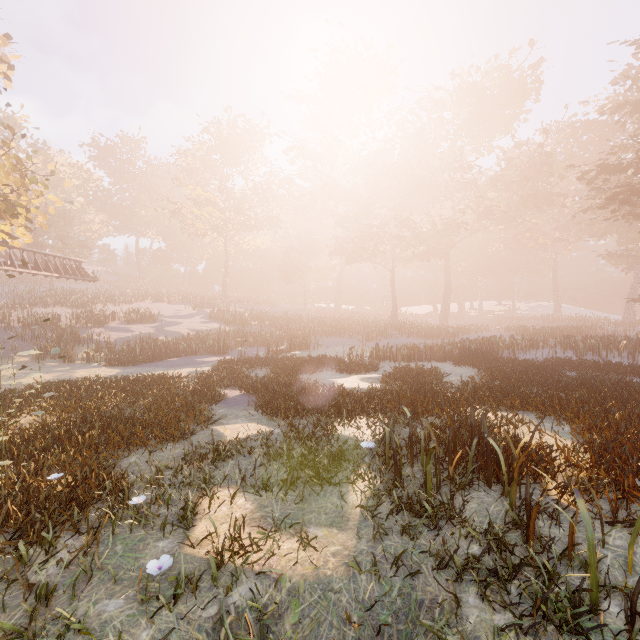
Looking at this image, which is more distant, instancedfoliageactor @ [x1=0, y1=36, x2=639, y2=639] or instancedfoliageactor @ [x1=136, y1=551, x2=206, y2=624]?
instancedfoliageactor @ [x1=0, y1=36, x2=639, y2=639]

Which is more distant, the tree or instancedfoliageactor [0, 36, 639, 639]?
the tree

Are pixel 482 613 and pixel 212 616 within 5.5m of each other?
yes

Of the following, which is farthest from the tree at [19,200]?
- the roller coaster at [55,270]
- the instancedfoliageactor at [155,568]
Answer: the instancedfoliageactor at [155,568]

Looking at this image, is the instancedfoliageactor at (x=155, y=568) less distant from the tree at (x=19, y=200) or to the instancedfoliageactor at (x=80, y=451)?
the instancedfoliageactor at (x=80, y=451)

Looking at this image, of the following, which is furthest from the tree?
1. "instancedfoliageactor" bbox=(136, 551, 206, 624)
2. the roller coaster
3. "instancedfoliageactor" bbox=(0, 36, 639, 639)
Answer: "instancedfoliageactor" bbox=(136, 551, 206, 624)

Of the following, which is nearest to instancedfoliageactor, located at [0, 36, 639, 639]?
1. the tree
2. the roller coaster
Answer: the tree
